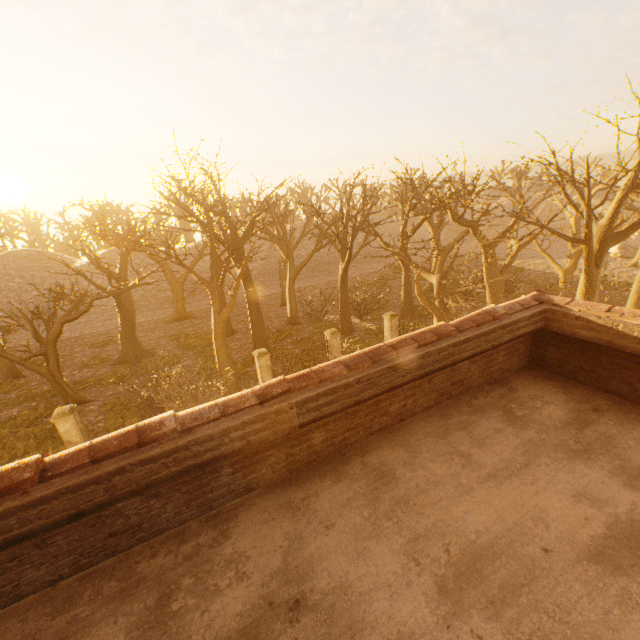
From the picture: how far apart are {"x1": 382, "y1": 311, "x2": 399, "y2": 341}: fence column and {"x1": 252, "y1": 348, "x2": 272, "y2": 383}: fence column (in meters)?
7.25

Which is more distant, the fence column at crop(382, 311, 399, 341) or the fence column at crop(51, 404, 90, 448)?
the fence column at crop(382, 311, 399, 341)

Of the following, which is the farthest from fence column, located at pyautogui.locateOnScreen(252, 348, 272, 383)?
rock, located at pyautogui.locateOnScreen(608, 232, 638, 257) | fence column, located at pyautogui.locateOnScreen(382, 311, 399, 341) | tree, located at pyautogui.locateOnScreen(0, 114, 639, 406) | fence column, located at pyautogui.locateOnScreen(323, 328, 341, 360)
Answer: rock, located at pyautogui.locateOnScreen(608, 232, 638, 257)

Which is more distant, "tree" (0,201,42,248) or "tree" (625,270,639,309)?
"tree" (0,201,42,248)

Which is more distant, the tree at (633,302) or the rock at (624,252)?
the rock at (624,252)

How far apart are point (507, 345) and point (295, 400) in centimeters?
349cm

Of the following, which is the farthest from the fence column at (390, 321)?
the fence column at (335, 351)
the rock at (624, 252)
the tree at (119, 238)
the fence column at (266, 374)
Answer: the rock at (624, 252)

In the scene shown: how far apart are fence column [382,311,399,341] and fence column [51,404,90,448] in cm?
1526
